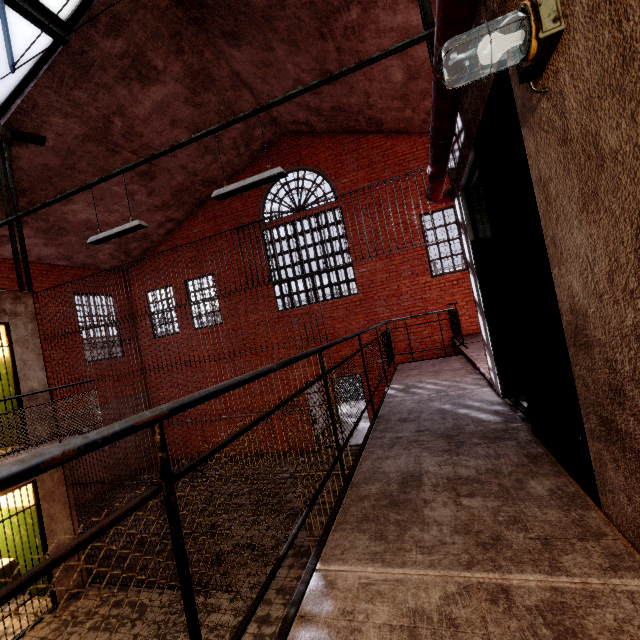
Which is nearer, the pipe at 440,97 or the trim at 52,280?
the pipe at 440,97

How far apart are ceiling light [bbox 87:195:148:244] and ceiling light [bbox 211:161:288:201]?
1.4 meters

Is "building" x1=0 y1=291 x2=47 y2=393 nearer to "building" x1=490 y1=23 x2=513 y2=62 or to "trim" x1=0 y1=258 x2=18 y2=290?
"trim" x1=0 y1=258 x2=18 y2=290

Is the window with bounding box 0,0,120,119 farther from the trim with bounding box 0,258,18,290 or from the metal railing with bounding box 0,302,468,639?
the metal railing with bounding box 0,302,468,639

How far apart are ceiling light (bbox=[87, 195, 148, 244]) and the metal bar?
4.83m

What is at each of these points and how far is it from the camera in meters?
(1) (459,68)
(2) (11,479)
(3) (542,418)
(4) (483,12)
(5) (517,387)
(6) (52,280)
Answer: (1) pipe, 1.9 m
(2) metal railing, 0.6 m
(3) metal bar, 2.4 m
(4) building, 1.8 m
(5) building, 3.7 m
(6) trim, 10.7 m

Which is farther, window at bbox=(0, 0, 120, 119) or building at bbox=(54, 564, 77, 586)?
building at bbox=(54, 564, 77, 586)

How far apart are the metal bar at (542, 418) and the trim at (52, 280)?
12.0m
